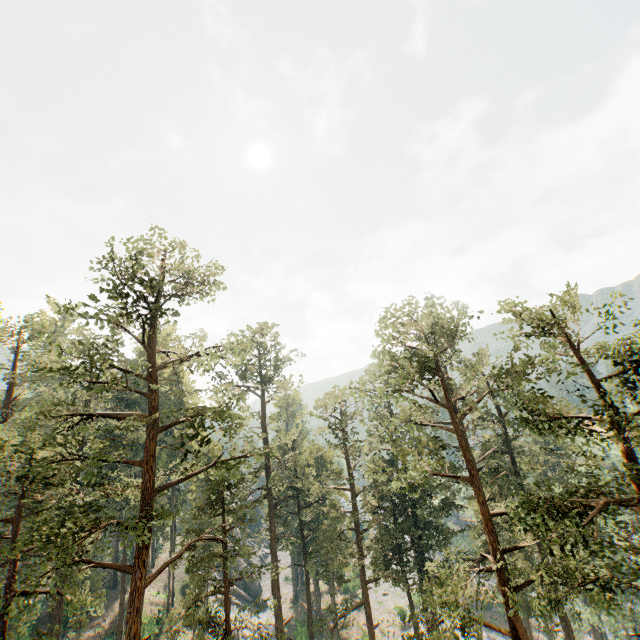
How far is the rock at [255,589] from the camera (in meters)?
48.38

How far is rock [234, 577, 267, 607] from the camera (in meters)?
48.38

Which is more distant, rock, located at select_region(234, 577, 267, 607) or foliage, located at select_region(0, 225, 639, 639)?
rock, located at select_region(234, 577, 267, 607)

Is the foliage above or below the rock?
above

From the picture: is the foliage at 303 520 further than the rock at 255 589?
No

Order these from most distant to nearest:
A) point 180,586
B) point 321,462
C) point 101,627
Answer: point 321,462, point 180,586, point 101,627
